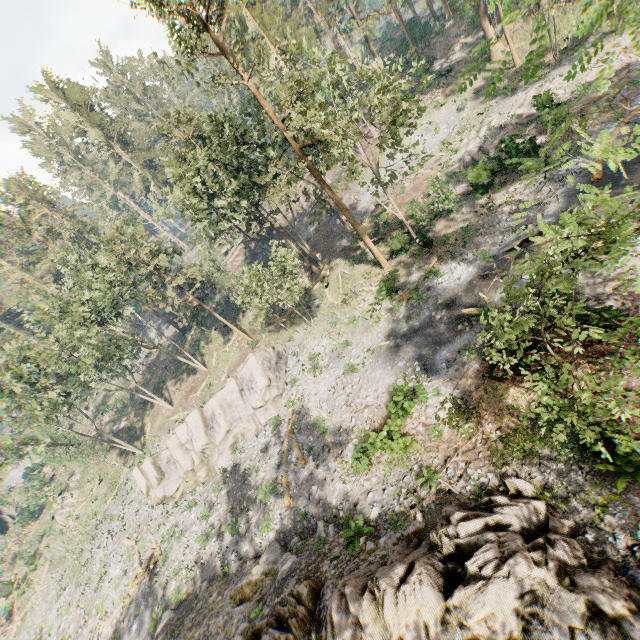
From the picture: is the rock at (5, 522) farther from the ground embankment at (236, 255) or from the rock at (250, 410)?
the rock at (250, 410)

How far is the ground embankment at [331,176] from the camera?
46.1m

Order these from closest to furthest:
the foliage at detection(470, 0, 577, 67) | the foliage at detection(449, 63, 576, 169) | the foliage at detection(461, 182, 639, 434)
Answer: the foliage at detection(470, 0, 577, 67), the foliage at detection(461, 182, 639, 434), the foliage at detection(449, 63, 576, 169)

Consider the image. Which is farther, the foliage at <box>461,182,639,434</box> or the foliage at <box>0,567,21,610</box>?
the foliage at <box>0,567,21,610</box>

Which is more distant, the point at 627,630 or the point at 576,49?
the point at 576,49

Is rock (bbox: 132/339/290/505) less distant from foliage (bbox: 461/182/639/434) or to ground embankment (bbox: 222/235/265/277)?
foliage (bbox: 461/182/639/434)
